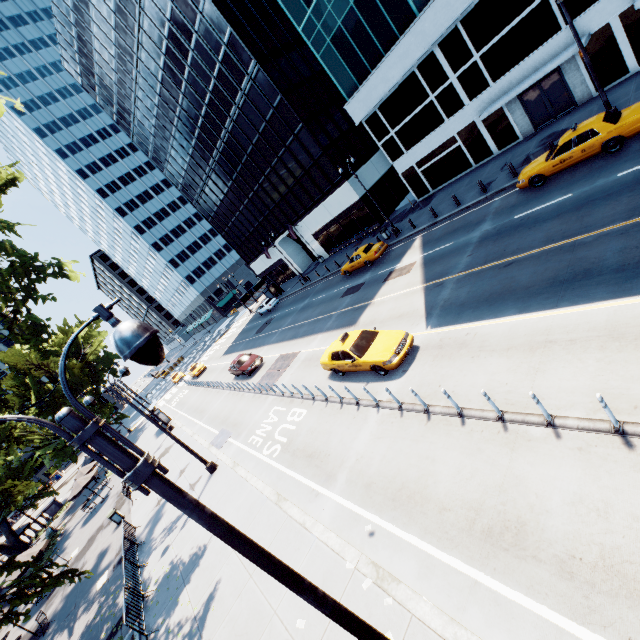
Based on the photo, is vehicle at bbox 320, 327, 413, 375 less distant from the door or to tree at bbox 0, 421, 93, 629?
tree at bbox 0, 421, 93, 629

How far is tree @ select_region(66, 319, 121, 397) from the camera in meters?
39.7 m

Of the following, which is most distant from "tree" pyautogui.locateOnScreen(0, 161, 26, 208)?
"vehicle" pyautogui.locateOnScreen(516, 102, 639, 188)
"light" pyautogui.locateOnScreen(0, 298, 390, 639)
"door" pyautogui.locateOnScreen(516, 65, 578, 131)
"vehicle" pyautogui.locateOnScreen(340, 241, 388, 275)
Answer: "door" pyautogui.locateOnScreen(516, 65, 578, 131)

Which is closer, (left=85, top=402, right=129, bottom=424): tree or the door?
the door

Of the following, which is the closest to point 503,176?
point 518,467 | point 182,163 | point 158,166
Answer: point 518,467

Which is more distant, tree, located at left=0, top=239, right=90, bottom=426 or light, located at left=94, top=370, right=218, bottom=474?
light, located at left=94, top=370, right=218, bottom=474

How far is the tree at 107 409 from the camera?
39.4 meters

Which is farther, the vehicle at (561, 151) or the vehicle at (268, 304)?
the vehicle at (268, 304)
